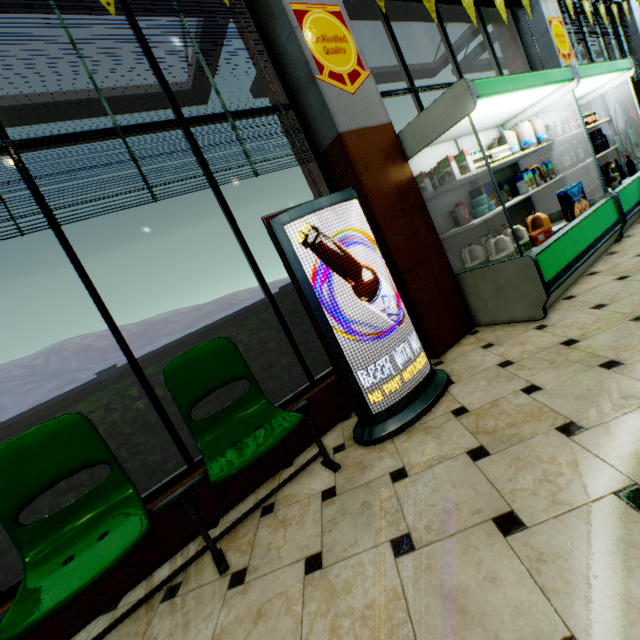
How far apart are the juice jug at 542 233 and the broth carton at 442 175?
0.9m

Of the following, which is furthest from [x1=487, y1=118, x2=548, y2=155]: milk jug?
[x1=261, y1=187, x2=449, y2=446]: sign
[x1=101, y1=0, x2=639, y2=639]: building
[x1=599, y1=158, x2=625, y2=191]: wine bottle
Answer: [x1=261, y1=187, x2=449, y2=446]: sign

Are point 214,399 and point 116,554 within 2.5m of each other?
yes

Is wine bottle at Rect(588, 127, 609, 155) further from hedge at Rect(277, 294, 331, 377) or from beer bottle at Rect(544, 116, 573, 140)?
hedge at Rect(277, 294, 331, 377)

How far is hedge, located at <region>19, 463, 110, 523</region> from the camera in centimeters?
192cm

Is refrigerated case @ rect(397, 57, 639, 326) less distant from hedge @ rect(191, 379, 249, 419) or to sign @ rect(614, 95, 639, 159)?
sign @ rect(614, 95, 639, 159)

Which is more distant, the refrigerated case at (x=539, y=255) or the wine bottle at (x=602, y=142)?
the wine bottle at (x=602, y=142)
